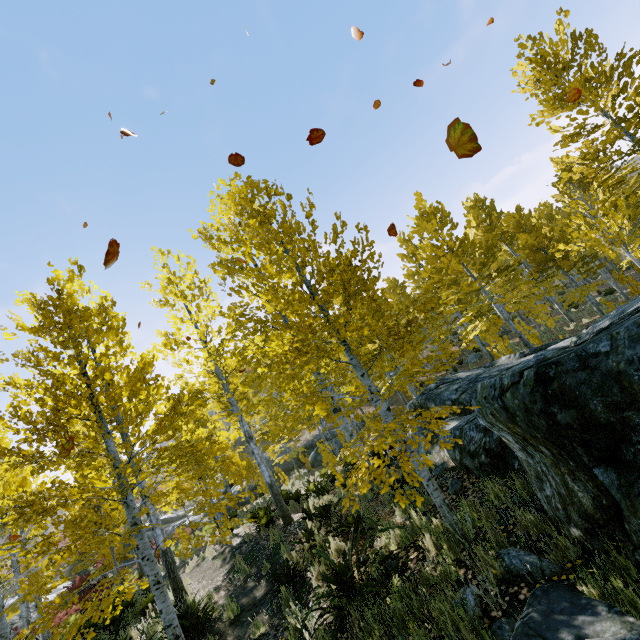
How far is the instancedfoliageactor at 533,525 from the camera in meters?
3.3

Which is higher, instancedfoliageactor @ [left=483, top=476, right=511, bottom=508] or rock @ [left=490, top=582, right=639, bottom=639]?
rock @ [left=490, top=582, right=639, bottom=639]

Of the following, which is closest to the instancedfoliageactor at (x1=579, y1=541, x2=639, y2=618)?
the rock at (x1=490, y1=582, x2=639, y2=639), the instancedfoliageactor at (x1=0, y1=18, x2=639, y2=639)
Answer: the instancedfoliageactor at (x1=0, y1=18, x2=639, y2=639)

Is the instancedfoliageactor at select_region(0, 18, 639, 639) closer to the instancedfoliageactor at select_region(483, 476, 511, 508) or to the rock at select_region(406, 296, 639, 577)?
the rock at select_region(406, 296, 639, 577)

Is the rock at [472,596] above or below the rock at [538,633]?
below

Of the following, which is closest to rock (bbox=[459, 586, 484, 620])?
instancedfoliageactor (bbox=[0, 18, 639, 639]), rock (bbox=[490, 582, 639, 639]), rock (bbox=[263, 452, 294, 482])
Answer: rock (bbox=[490, 582, 639, 639])

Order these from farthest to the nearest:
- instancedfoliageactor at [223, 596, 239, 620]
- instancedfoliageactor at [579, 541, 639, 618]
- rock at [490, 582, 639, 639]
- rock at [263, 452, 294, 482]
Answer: rock at [263, 452, 294, 482]
instancedfoliageactor at [223, 596, 239, 620]
instancedfoliageactor at [579, 541, 639, 618]
rock at [490, 582, 639, 639]

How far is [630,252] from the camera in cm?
2150
